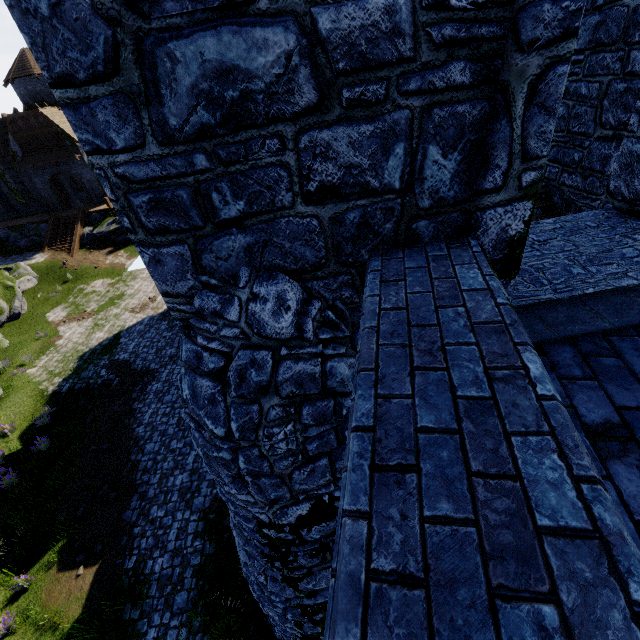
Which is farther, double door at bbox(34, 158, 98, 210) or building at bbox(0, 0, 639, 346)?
double door at bbox(34, 158, 98, 210)

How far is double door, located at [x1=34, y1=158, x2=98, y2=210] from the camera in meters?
32.8

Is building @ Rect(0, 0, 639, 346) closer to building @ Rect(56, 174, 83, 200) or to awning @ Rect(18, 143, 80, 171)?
building @ Rect(56, 174, 83, 200)

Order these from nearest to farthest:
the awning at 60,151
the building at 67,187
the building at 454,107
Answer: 1. the building at 454,107
2. the awning at 60,151
3. the building at 67,187

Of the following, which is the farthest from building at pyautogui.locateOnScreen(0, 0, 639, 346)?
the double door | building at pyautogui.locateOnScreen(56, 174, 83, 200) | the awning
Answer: the double door

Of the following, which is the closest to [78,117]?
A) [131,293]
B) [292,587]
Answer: [292,587]

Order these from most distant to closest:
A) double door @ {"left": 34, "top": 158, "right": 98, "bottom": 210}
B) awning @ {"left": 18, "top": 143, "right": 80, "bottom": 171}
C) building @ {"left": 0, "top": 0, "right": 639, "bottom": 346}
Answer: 1. double door @ {"left": 34, "top": 158, "right": 98, "bottom": 210}
2. awning @ {"left": 18, "top": 143, "right": 80, "bottom": 171}
3. building @ {"left": 0, "top": 0, "right": 639, "bottom": 346}

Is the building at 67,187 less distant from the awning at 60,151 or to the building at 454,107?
the awning at 60,151
